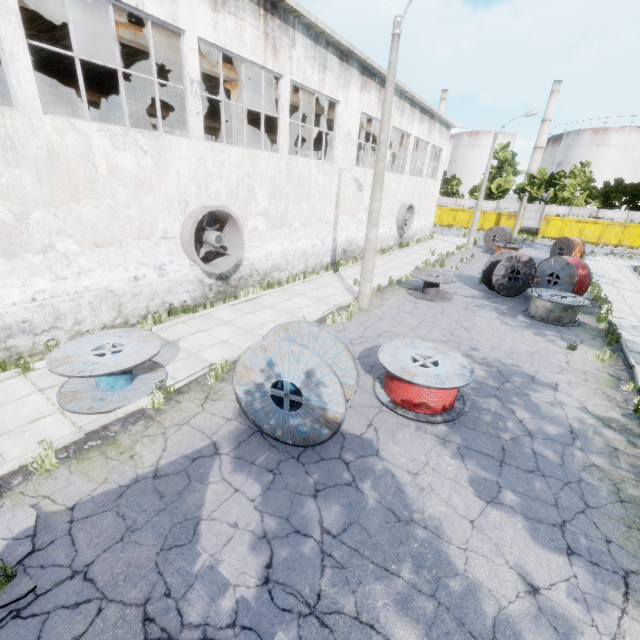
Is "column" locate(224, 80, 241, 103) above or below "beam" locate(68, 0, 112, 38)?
below

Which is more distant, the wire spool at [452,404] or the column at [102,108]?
the column at [102,108]

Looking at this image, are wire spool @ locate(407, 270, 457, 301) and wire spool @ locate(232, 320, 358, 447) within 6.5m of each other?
no

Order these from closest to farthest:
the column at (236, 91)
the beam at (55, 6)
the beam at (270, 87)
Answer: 1. the beam at (55, 6)
2. the column at (236, 91)
3. the beam at (270, 87)

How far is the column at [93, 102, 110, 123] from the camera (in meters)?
19.86

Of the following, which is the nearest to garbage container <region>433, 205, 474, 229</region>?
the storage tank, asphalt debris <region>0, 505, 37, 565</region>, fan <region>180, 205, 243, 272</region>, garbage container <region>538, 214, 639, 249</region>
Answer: garbage container <region>538, 214, 639, 249</region>

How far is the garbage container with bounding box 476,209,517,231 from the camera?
39.91m

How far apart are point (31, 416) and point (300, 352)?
5.43m
